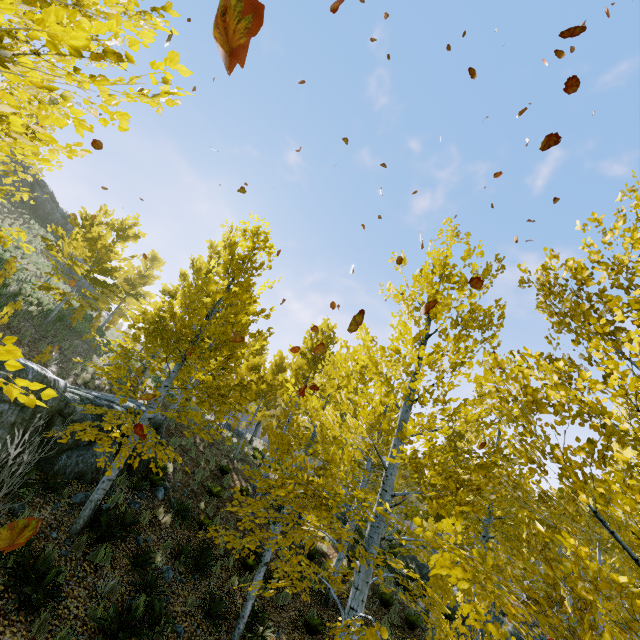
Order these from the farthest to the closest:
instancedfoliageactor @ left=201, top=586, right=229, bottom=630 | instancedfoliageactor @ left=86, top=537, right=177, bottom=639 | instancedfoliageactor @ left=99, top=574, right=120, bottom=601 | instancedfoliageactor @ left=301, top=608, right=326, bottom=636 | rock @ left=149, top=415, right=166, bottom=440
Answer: rock @ left=149, top=415, right=166, bottom=440
instancedfoliageactor @ left=301, top=608, right=326, bottom=636
instancedfoliageactor @ left=201, top=586, right=229, bottom=630
instancedfoliageactor @ left=99, top=574, right=120, bottom=601
instancedfoliageactor @ left=86, top=537, right=177, bottom=639

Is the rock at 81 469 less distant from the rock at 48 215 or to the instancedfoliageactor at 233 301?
the instancedfoliageactor at 233 301

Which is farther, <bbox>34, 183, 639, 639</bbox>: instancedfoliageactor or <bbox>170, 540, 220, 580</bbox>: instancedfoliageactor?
<bbox>170, 540, 220, 580</bbox>: instancedfoliageactor

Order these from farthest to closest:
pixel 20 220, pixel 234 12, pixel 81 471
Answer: pixel 20 220, pixel 81 471, pixel 234 12

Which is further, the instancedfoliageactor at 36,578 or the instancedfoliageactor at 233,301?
the instancedfoliageactor at 36,578

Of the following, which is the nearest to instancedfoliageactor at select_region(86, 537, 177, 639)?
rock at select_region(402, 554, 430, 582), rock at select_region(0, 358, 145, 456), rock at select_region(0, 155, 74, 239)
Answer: rock at select_region(402, 554, 430, 582)
